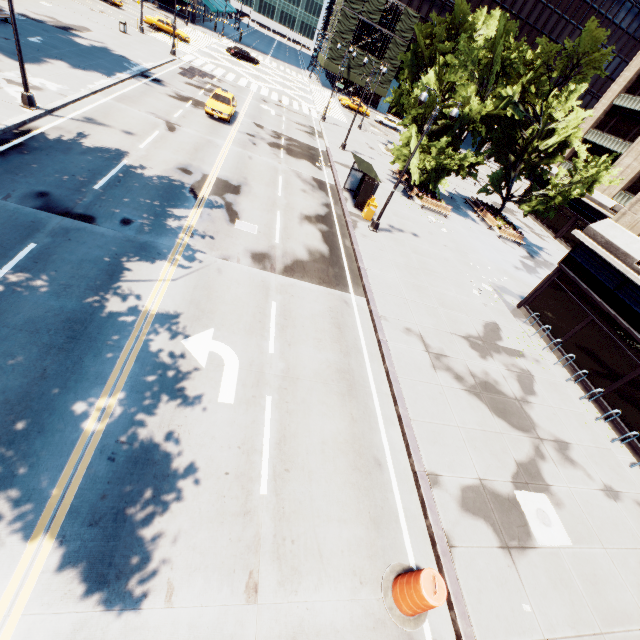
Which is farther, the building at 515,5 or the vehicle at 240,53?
the building at 515,5

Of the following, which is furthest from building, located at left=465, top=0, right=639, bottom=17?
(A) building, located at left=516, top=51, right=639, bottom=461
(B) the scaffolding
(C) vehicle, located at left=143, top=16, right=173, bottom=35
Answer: (A) building, located at left=516, top=51, right=639, bottom=461

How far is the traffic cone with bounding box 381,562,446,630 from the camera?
6.1m

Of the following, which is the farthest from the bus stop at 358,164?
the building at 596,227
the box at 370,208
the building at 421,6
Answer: the building at 421,6

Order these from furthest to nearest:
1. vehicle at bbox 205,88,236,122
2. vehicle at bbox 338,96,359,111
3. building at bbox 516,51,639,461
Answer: vehicle at bbox 338,96,359,111 → vehicle at bbox 205,88,236,122 → building at bbox 516,51,639,461

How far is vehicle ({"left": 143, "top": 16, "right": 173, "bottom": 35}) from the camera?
39.78m

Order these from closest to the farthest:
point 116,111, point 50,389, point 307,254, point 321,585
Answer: point 321,585, point 50,389, point 307,254, point 116,111

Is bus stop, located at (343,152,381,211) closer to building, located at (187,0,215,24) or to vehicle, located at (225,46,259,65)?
vehicle, located at (225,46,259,65)
